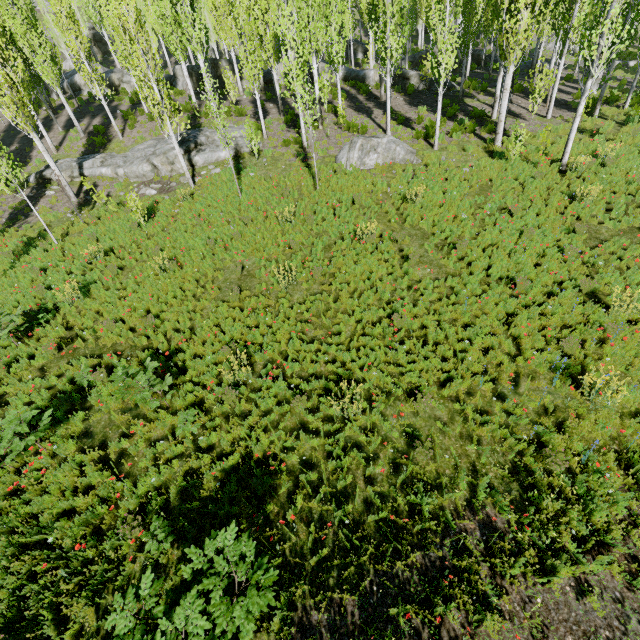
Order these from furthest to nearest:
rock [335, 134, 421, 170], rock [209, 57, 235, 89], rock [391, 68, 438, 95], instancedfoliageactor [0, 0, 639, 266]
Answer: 1. rock [209, 57, 235, 89]
2. rock [391, 68, 438, 95]
3. rock [335, 134, 421, 170]
4. instancedfoliageactor [0, 0, 639, 266]

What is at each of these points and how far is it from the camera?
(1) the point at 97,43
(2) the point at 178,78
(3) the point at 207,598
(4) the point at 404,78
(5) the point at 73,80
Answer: (1) rock, 42.53m
(2) rock, 28.31m
(3) instancedfoliageactor, 4.64m
(4) rock, 23.91m
(5) rock, 29.75m

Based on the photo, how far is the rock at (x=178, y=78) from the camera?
27.9m

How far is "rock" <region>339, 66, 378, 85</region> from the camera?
24.95m

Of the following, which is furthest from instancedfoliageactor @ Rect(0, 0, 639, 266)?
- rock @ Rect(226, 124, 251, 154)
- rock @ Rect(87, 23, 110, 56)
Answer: rock @ Rect(226, 124, 251, 154)

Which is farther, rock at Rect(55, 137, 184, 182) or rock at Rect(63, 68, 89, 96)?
rock at Rect(63, 68, 89, 96)

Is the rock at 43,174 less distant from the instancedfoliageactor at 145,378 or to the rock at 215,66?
the instancedfoliageactor at 145,378
